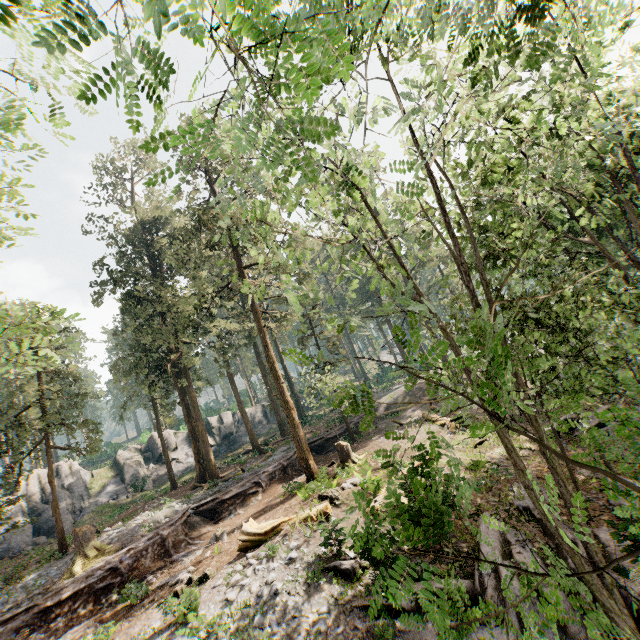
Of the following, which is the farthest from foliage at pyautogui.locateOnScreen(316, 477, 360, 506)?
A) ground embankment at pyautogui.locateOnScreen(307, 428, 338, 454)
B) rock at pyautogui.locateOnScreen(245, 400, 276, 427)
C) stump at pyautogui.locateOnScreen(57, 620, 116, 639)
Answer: stump at pyautogui.locateOnScreen(57, 620, 116, 639)

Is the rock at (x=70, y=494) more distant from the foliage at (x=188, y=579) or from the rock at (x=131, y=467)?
the foliage at (x=188, y=579)

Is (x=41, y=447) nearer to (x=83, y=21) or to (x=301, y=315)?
(x=301, y=315)

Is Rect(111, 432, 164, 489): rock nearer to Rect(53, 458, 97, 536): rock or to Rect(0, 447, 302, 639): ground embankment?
Rect(53, 458, 97, 536): rock

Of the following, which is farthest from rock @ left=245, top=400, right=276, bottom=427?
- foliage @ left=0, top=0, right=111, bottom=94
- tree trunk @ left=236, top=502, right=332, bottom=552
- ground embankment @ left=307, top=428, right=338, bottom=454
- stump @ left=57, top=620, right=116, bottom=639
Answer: tree trunk @ left=236, top=502, right=332, bottom=552

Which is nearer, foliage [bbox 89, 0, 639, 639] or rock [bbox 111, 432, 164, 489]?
foliage [bbox 89, 0, 639, 639]

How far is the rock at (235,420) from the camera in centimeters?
4275cm
